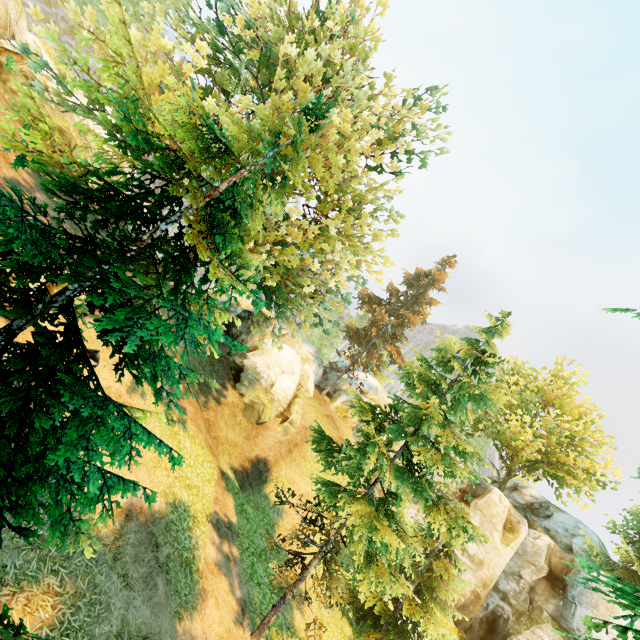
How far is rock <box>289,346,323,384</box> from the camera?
32.16m

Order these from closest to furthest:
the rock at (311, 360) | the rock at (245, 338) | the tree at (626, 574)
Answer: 1. the tree at (626, 574)
2. the rock at (245, 338)
3. the rock at (311, 360)

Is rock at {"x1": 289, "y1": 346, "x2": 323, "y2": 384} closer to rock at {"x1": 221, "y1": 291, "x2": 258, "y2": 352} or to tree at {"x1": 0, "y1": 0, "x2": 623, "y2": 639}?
tree at {"x1": 0, "y1": 0, "x2": 623, "y2": 639}

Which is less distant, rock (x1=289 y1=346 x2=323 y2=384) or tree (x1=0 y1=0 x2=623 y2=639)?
tree (x1=0 y1=0 x2=623 y2=639)

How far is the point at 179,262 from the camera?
4.5m

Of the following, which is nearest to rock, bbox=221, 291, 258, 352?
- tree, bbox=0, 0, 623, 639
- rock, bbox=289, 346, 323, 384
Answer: tree, bbox=0, 0, 623, 639

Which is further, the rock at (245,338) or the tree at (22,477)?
the rock at (245,338)

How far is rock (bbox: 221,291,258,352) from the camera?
22.8 meters
